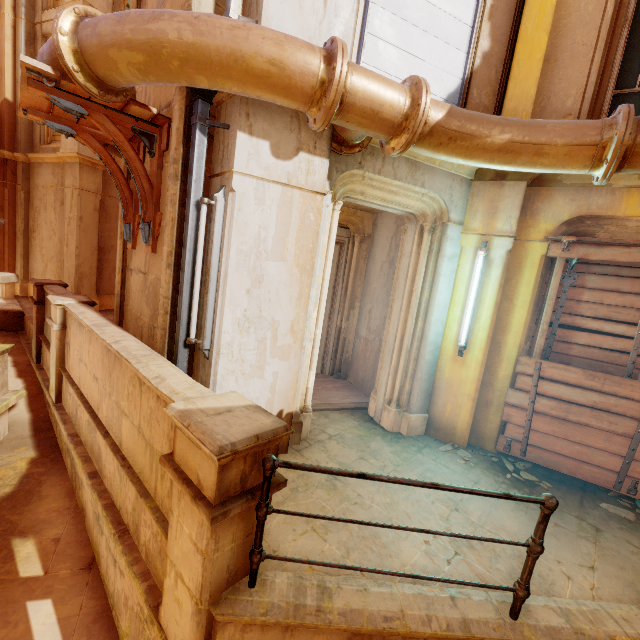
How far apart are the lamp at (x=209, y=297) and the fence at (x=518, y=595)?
1.7m

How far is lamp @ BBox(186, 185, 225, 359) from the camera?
3.25m

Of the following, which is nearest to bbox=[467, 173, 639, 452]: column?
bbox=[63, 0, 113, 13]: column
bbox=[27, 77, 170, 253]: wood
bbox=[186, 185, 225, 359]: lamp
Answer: bbox=[186, 185, 225, 359]: lamp

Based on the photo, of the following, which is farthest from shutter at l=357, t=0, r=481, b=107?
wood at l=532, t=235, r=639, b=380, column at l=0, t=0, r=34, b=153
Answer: column at l=0, t=0, r=34, b=153

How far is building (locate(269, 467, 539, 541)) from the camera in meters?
3.1

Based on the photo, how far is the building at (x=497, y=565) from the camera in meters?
2.6

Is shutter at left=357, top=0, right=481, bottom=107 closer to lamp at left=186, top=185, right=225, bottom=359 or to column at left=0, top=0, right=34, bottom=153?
lamp at left=186, top=185, right=225, bottom=359

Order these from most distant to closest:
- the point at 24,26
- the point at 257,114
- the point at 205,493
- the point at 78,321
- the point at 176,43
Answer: Answer:
1. the point at 24,26
2. the point at 78,321
3. the point at 257,114
4. the point at 176,43
5. the point at 205,493
